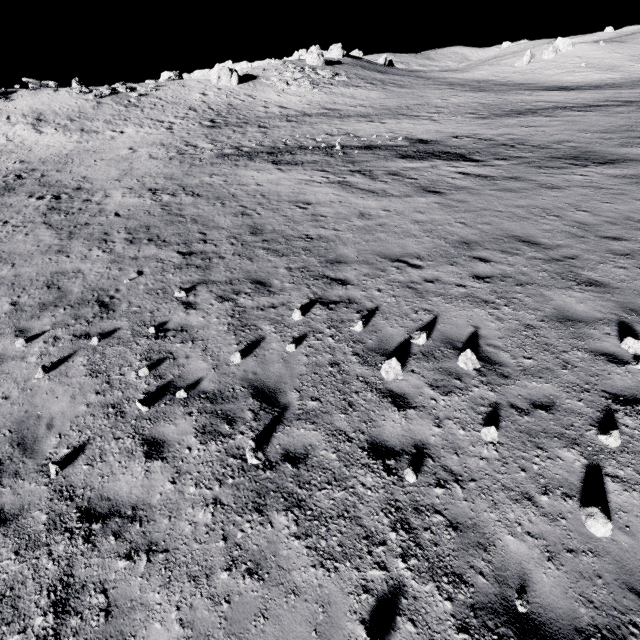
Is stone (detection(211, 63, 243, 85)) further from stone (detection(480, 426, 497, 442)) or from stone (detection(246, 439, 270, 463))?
stone (detection(480, 426, 497, 442))

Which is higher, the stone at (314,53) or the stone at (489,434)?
the stone at (314,53)

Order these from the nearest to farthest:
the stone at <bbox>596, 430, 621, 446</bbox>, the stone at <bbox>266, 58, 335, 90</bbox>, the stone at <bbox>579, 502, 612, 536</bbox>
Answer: the stone at <bbox>579, 502, 612, 536</bbox>, the stone at <bbox>596, 430, 621, 446</bbox>, the stone at <bbox>266, 58, 335, 90</bbox>

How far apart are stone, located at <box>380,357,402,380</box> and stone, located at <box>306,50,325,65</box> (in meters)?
67.98

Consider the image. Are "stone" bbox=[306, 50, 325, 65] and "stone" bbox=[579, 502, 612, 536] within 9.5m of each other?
no

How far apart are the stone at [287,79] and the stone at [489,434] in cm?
5873

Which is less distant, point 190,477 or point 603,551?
point 603,551

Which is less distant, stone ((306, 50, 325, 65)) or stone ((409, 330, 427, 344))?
stone ((409, 330, 427, 344))
